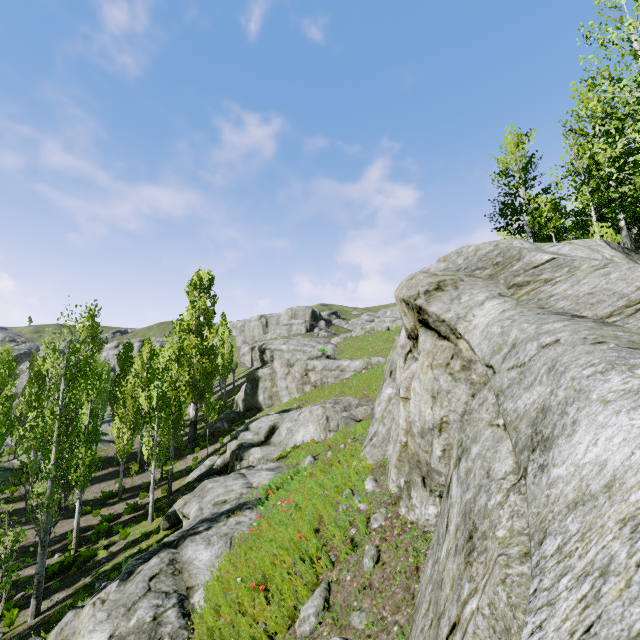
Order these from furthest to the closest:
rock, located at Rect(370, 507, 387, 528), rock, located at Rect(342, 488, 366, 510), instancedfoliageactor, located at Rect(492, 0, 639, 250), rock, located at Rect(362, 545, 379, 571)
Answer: instancedfoliageactor, located at Rect(492, 0, 639, 250) < rock, located at Rect(342, 488, 366, 510) < rock, located at Rect(370, 507, 387, 528) < rock, located at Rect(362, 545, 379, 571)

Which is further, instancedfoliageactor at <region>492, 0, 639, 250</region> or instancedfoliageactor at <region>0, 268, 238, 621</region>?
instancedfoliageactor at <region>0, 268, 238, 621</region>

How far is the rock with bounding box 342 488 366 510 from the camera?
6.2 meters

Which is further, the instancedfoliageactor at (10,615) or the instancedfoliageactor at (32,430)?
the instancedfoliageactor at (32,430)

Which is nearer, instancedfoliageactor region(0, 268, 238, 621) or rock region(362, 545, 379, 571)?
rock region(362, 545, 379, 571)

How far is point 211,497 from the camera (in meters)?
12.10

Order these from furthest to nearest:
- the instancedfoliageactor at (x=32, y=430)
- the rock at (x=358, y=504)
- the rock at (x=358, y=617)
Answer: the instancedfoliageactor at (x=32, y=430) → the rock at (x=358, y=504) → the rock at (x=358, y=617)

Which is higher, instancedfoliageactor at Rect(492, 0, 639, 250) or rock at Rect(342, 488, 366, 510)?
instancedfoliageactor at Rect(492, 0, 639, 250)
